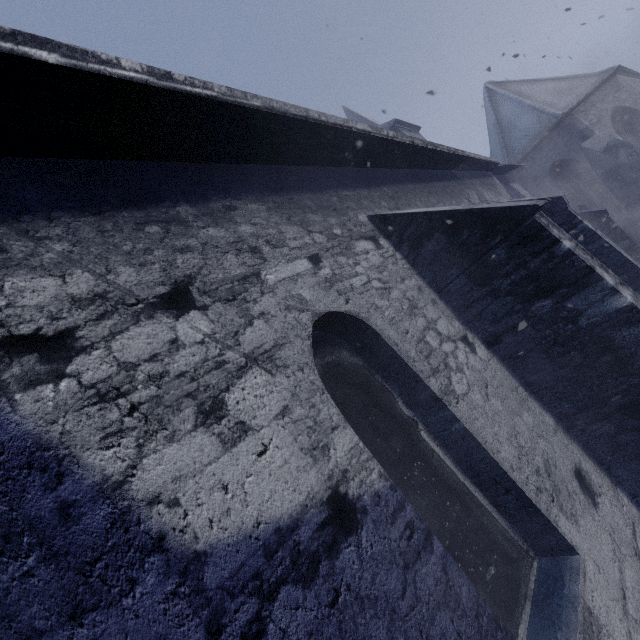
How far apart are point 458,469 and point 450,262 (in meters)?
2.07
